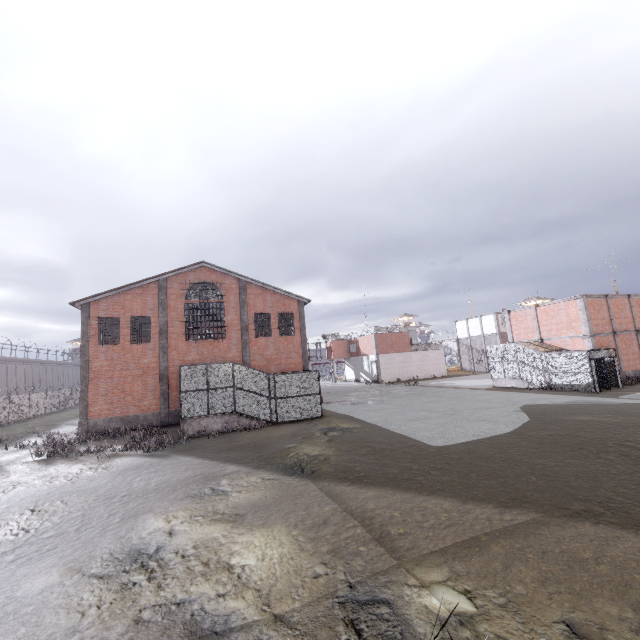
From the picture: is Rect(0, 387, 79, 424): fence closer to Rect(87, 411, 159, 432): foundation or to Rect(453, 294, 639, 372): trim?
Rect(87, 411, 159, 432): foundation

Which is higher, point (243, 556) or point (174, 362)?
point (174, 362)

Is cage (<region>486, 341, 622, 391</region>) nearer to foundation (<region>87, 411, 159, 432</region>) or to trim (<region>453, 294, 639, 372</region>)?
trim (<region>453, 294, 639, 372</region>)

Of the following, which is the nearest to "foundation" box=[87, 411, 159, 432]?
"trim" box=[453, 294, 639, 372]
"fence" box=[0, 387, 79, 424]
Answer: "fence" box=[0, 387, 79, 424]

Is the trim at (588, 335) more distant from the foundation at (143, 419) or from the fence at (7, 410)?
the foundation at (143, 419)

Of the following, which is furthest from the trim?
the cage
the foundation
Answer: the foundation

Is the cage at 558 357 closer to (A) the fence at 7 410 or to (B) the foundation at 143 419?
(A) the fence at 7 410

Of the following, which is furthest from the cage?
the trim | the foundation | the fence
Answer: the foundation
